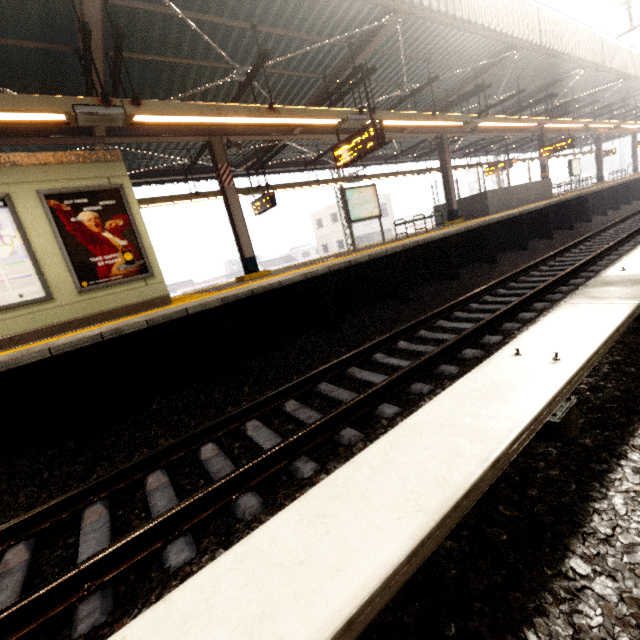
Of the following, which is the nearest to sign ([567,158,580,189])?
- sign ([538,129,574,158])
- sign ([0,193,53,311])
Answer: sign ([538,129,574,158])

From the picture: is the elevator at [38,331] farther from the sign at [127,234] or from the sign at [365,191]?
the sign at [365,191]

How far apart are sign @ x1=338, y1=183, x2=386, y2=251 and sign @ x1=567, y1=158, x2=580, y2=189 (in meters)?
18.08

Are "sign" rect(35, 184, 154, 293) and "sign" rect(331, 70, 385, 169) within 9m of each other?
yes

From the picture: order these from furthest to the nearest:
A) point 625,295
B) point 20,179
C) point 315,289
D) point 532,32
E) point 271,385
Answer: point 532,32 < point 315,289 < point 20,179 < point 271,385 < point 625,295

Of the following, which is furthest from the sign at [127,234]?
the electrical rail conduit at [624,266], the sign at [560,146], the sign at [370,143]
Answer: the sign at [560,146]

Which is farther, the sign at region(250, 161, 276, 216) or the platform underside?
the sign at region(250, 161, 276, 216)

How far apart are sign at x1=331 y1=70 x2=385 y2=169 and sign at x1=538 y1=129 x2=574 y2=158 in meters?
14.8 m
